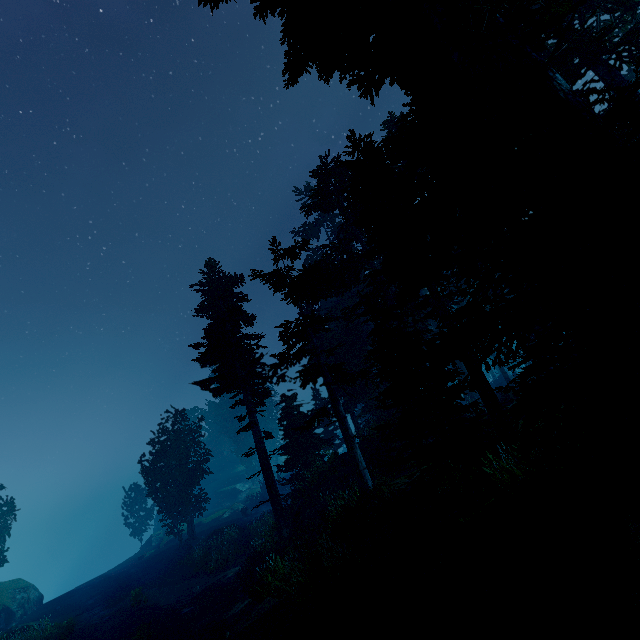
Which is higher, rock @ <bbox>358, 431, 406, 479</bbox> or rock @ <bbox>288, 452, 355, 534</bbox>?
rock @ <bbox>358, 431, 406, 479</bbox>

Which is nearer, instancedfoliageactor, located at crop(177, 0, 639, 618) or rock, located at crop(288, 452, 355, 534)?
instancedfoliageactor, located at crop(177, 0, 639, 618)

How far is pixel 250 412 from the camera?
19.4m

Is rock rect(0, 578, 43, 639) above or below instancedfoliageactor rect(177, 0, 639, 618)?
below

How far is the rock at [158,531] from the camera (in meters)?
39.41

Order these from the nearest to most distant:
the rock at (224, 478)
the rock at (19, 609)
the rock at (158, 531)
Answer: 1. the rock at (19, 609)
2. the rock at (158, 531)
3. the rock at (224, 478)

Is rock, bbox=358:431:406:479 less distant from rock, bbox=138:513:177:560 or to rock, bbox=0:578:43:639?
rock, bbox=0:578:43:639

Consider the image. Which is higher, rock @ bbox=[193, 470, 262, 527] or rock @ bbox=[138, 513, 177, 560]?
rock @ bbox=[193, 470, 262, 527]
